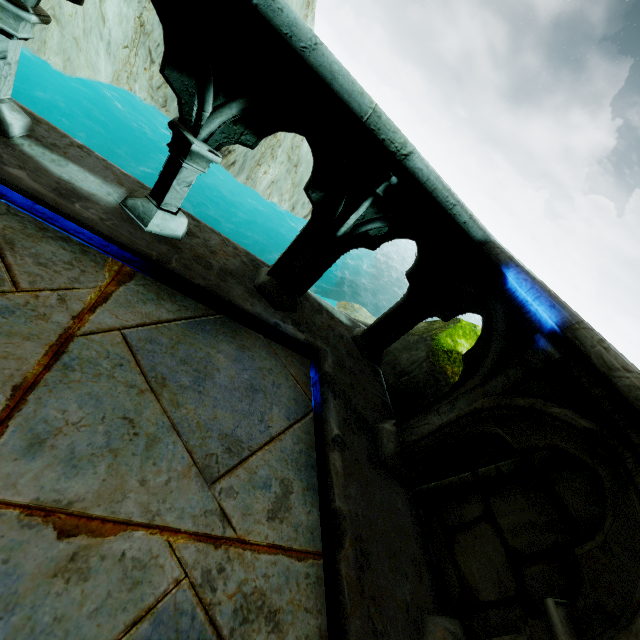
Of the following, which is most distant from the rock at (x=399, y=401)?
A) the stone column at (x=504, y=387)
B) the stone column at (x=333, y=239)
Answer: the stone column at (x=333, y=239)

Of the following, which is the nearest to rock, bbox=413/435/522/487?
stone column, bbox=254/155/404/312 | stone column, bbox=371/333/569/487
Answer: stone column, bbox=371/333/569/487

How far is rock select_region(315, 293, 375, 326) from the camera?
7.72m

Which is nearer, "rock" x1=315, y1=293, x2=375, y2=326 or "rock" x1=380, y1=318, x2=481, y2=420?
"rock" x1=380, y1=318, x2=481, y2=420

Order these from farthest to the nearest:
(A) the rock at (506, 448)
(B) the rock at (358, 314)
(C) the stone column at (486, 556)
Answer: (B) the rock at (358, 314), (A) the rock at (506, 448), (C) the stone column at (486, 556)

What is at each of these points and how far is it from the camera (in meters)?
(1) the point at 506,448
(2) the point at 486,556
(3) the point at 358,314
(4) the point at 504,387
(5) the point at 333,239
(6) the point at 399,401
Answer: (1) rock, 2.10
(2) stone column, 1.56
(3) rock, 17.41
(4) stone column, 1.67
(5) stone column, 2.07
(6) rock, 2.65

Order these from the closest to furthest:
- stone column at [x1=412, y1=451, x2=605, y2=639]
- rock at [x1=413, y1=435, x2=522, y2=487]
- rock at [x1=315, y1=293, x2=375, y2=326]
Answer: stone column at [x1=412, y1=451, x2=605, y2=639]
rock at [x1=413, y1=435, x2=522, y2=487]
rock at [x1=315, y1=293, x2=375, y2=326]

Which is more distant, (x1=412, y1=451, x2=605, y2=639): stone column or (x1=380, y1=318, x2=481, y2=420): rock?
(x1=380, y1=318, x2=481, y2=420): rock
